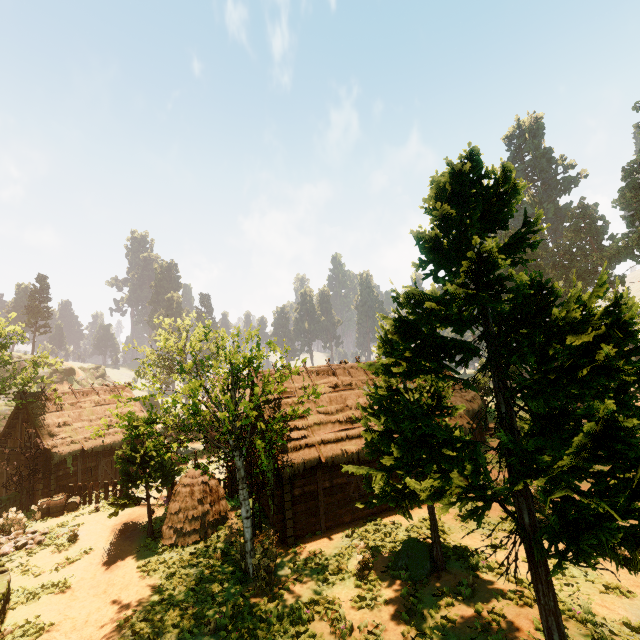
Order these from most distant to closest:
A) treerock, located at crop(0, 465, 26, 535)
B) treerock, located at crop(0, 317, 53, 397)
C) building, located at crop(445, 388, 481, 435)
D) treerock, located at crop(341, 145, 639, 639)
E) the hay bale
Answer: treerock, located at crop(0, 317, 53, 397)
building, located at crop(445, 388, 481, 435)
treerock, located at crop(0, 465, 26, 535)
the hay bale
treerock, located at crop(341, 145, 639, 639)

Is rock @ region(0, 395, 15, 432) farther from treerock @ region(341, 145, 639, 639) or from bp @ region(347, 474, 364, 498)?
bp @ region(347, 474, 364, 498)

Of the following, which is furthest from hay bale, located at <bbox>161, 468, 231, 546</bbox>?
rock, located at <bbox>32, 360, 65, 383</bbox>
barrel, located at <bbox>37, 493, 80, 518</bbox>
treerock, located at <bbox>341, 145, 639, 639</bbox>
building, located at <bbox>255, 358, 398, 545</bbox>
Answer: rock, located at <bbox>32, 360, 65, 383</bbox>

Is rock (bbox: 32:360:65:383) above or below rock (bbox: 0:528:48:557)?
above

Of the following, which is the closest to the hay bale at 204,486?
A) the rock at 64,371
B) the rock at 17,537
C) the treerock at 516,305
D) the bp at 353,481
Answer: the treerock at 516,305

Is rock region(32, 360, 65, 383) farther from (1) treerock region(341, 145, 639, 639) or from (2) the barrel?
(2) the barrel

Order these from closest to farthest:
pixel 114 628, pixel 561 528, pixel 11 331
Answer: pixel 561 528 → pixel 114 628 → pixel 11 331

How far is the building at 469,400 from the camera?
19.6m
